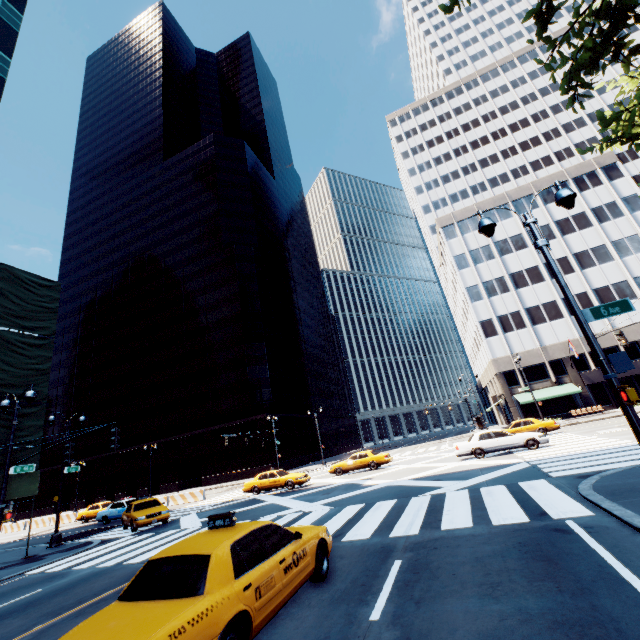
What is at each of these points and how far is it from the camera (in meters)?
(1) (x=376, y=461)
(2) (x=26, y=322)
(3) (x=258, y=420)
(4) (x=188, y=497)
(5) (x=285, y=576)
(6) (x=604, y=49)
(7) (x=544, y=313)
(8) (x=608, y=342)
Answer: (1) vehicle, 25.47
(2) scaffolding, 19.22
(3) building, 48.84
(4) concrete barrier, 29.64
(5) vehicle, 5.17
(6) tree, 6.19
(7) building, 42.88
(8) building, 39.31

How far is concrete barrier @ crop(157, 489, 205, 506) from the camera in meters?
29.2

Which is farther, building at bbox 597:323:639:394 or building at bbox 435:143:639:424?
building at bbox 435:143:639:424

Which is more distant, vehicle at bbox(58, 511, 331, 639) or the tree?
the tree

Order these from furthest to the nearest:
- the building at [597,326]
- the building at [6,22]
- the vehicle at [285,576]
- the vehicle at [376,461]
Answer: the building at [597,326], the building at [6,22], the vehicle at [376,461], the vehicle at [285,576]

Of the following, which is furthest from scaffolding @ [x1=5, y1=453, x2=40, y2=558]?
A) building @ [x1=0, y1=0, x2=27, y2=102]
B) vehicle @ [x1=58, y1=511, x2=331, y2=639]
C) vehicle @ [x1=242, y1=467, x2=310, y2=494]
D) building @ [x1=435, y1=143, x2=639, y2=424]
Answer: building @ [x1=435, y1=143, x2=639, y2=424]

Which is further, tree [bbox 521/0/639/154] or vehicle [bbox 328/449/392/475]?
vehicle [bbox 328/449/392/475]

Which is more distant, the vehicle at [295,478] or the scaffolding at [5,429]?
the vehicle at [295,478]
